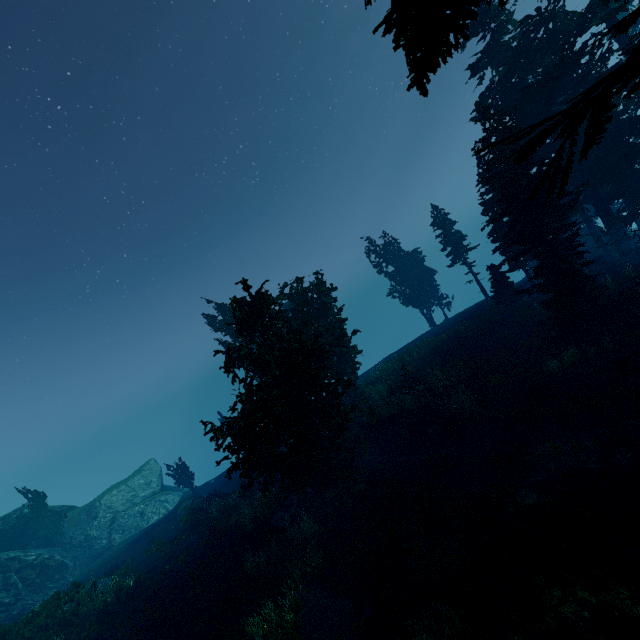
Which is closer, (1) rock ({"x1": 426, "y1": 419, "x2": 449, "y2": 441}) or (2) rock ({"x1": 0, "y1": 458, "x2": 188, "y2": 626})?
(1) rock ({"x1": 426, "y1": 419, "x2": 449, "y2": 441})

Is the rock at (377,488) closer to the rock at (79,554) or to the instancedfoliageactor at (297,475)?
the instancedfoliageactor at (297,475)

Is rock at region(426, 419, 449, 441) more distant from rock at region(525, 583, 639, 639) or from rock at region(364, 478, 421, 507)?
rock at region(525, 583, 639, 639)

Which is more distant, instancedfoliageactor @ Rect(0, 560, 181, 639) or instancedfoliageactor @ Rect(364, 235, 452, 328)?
instancedfoliageactor @ Rect(364, 235, 452, 328)

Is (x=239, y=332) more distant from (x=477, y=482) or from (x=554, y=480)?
(x=554, y=480)

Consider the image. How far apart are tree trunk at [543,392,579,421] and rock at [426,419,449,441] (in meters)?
5.51

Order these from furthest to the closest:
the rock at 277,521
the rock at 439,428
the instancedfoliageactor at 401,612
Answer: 1. the rock at 439,428
2. the rock at 277,521
3. the instancedfoliageactor at 401,612
